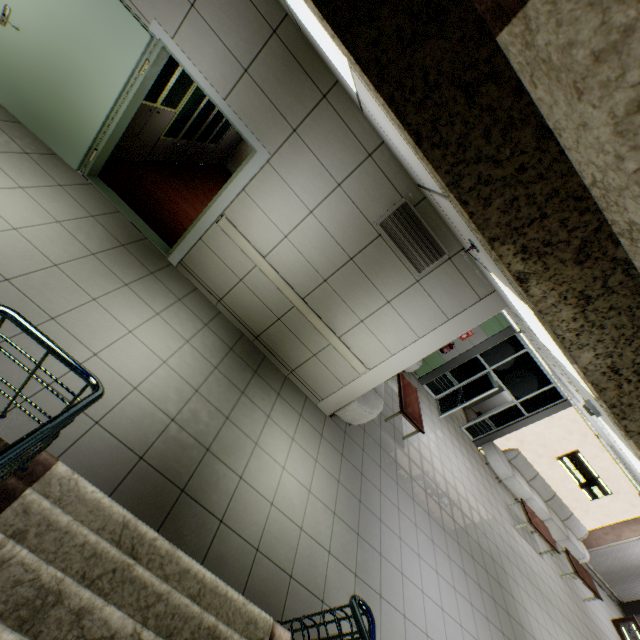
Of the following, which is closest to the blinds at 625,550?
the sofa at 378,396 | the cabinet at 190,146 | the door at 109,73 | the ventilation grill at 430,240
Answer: the sofa at 378,396

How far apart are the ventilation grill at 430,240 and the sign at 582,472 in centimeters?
1107cm

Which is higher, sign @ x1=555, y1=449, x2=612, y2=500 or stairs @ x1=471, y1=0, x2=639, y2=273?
stairs @ x1=471, y1=0, x2=639, y2=273

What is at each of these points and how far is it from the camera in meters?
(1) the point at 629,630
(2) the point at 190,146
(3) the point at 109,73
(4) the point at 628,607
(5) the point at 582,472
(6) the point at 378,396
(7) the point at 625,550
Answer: (1) sign, 11.0
(2) cabinet, 6.6
(3) door, 3.8
(4) cabinet, 13.3
(5) sign, 11.2
(6) sofa, 6.1
(7) blinds, 12.3

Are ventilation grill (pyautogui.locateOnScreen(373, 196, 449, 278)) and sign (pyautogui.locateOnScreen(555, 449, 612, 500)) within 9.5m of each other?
no

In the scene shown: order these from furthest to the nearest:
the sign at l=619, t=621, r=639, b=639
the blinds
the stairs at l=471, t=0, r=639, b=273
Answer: the blinds
the sign at l=619, t=621, r=639, b=639
the stairs at l=471, t=0, r=639, b=273

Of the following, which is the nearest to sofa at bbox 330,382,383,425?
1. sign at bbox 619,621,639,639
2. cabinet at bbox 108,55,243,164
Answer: cabinet at bbox 108,55,243,164

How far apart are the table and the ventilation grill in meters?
3.7
